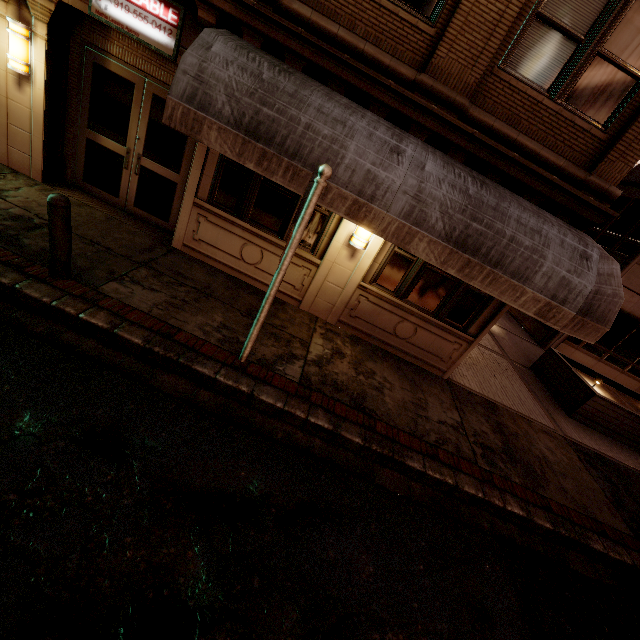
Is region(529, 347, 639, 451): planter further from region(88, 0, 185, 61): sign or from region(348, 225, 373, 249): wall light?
region(88, 0, 185, 61): sign

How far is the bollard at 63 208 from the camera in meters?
4.2

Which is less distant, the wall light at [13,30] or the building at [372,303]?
the building at [372,303]

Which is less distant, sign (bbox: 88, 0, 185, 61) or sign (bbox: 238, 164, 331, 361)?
sign (bbox: 238, 164, 331, 361)

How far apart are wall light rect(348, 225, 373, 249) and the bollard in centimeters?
456cm

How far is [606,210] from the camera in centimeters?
557cm

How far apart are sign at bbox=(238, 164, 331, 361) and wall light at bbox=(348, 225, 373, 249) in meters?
2.2 m

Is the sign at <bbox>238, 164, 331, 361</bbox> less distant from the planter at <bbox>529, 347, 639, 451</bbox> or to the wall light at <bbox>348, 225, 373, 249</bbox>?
the wall light at <bbox>348, 225, 373, 249</bbox>
